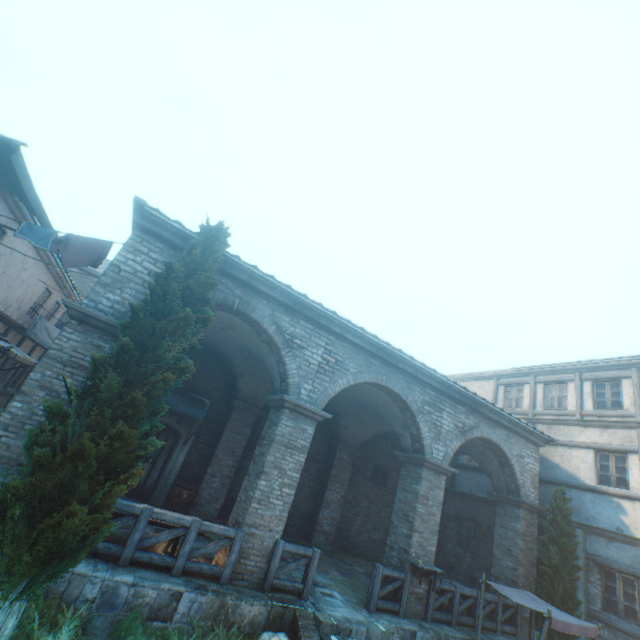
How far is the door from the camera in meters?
10.6

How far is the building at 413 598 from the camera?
Result: 8.6m

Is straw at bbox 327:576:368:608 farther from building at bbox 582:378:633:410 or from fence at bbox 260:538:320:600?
fence at bbox 260:538:320:600

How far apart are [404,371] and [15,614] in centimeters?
940cm

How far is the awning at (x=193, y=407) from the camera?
10.1 meters

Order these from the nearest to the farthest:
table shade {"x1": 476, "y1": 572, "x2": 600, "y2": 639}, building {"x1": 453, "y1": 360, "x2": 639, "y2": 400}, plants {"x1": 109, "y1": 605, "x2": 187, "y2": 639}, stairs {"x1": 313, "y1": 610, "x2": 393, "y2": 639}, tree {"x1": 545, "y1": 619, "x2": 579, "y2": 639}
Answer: plants {"x1": 109, "y1": 605, "x2": 187, "y2": 639}
stairs {"x1": 313, "y1": 610, "x2": 393, "y2": 639}
table shade {"x1": 476, "y1": 572, "x2": 600, "y2": 639}
tree {"x1": 545, "y1": 619, "x2": 579, "y2": 639}
building {"x1": 453, "y1": 360, "x2": 639, "y2": 400}

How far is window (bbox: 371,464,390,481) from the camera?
15.3m

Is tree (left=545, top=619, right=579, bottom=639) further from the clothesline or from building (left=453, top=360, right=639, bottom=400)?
the clothesline
